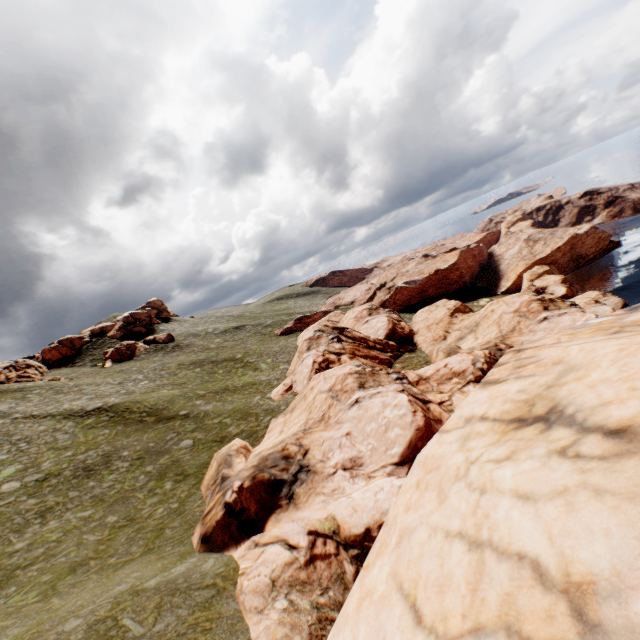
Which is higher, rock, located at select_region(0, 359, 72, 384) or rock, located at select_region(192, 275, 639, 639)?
rock, located at select_region(0, 359, 72, 384)

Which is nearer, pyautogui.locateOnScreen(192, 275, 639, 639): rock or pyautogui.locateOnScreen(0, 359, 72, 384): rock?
pyautogui.locateOnScreen(192, 275, 639, 639): rock

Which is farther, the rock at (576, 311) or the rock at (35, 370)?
the rock at (35, 370)

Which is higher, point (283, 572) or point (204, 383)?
point (204, 383)

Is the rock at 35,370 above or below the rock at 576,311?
above
